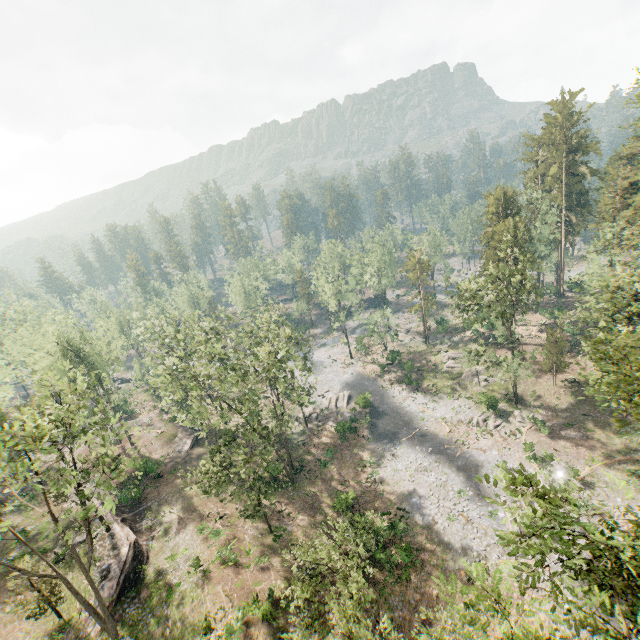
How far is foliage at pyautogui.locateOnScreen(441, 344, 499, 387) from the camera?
38.6m

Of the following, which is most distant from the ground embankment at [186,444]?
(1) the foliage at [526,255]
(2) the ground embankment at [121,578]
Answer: (2) the ground embankment at [121,578]

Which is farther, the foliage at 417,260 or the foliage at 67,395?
the foliage at 417,260

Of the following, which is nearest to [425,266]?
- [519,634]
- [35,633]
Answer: [519,634]

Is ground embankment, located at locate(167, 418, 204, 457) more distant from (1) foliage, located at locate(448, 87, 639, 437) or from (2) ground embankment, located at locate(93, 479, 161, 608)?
(2) ground embankment, located at locate(93, 479, 161, 608)

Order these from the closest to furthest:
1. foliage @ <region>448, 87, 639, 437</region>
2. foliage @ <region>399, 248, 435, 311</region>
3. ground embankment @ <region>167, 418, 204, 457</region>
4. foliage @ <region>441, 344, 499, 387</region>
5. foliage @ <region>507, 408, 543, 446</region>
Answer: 1. foliage @ <region>448, 87, 639, 437</region>
2. foliage @ <region>507, 408, 543, 446</region>
3. foliage @ <region>441, 344, 499, 387</region>
4. ground embankment @ <region>167, 418, 204, 457</region>
5. foliage @ <region>399, 248, 435, 311</region>

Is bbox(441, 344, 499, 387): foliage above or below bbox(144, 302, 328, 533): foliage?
below

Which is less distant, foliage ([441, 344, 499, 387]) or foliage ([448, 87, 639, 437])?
foliage ([448, 87, 639, 437])
